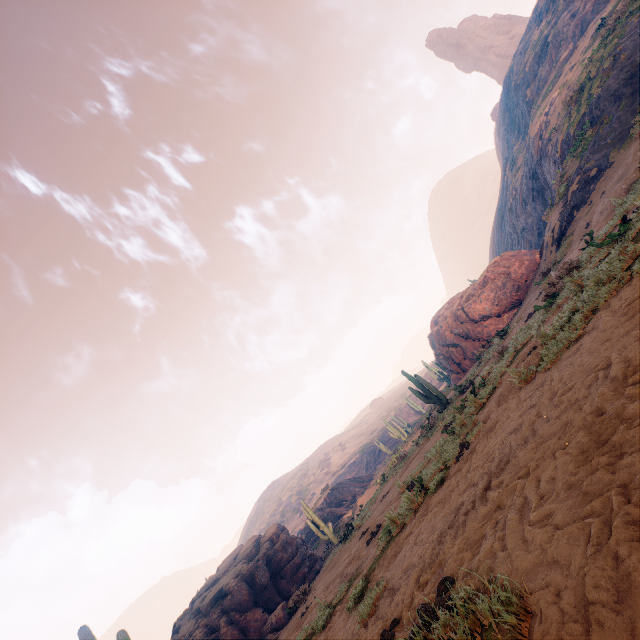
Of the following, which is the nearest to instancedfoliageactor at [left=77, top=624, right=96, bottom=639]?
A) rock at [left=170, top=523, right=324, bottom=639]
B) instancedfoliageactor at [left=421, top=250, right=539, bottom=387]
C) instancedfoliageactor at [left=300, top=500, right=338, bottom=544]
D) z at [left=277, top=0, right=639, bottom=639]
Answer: z at [left=277, top=0, right=639, bottom=639]

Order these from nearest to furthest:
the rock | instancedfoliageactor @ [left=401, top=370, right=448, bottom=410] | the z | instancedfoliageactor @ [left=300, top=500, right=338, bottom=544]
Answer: the z → the rock → instancedfoliageactor @ [left=401, top=370, right=448, bottom=410] → instancedfoliageactor @ [left=300, top=500, right=338, bottom=544]

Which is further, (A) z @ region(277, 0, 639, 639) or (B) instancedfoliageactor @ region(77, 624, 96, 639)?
(B) instancedfoliageactor @ region(77, 624, 96, 639)

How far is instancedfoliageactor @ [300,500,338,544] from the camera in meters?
21.5 m

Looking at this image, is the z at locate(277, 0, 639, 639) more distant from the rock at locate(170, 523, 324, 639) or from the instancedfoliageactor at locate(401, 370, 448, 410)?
the rock at locate(170, 523, 324, 639)

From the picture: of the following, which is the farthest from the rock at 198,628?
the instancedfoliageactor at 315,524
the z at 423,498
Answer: the z at 423,498

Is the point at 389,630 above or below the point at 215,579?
below

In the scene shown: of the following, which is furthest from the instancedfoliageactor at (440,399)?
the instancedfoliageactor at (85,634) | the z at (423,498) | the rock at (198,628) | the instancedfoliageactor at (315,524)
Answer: the instancedfoliageactor at (85,634)
